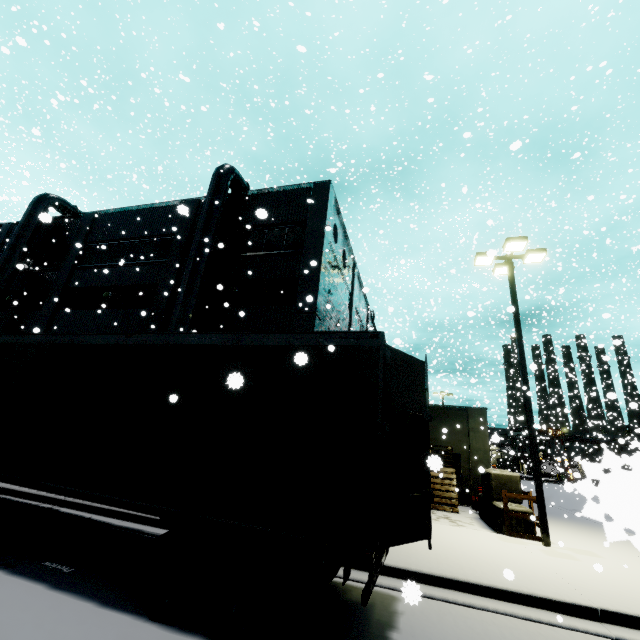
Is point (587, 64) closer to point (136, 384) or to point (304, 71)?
point (304, 71)

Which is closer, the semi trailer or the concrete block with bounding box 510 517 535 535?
the semi trailer

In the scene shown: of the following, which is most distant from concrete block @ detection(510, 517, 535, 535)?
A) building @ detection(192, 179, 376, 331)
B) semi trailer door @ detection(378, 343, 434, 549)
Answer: semi trailer door @ detection(378, 343, 434, 549)

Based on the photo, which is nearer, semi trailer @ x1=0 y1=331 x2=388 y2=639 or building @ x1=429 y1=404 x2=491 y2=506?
semi trailer @ x1=0 y1=331 x2=388 y2=639

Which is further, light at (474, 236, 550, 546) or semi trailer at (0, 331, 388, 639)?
light at (474, 236, 550, 546)

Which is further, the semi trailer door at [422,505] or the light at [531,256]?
the light at [531,256]

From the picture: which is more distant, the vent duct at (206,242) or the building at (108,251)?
the building at (108,251)

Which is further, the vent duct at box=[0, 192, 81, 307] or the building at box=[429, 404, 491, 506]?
the vent duct at box=[0, 192, 81, 307]
